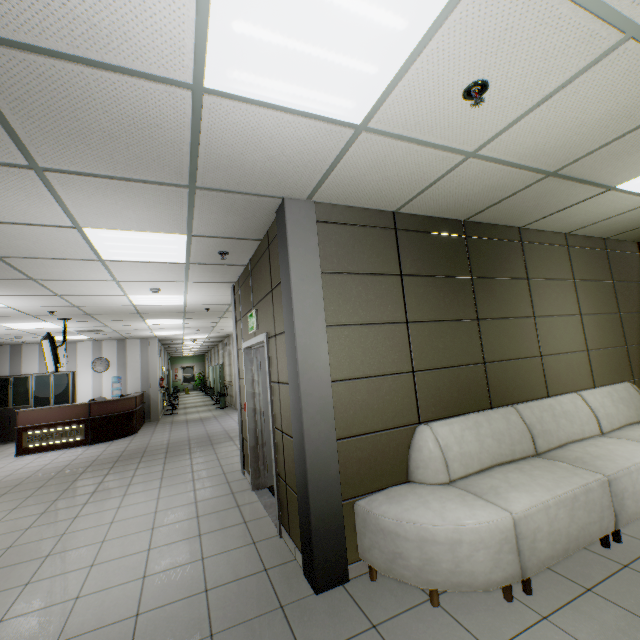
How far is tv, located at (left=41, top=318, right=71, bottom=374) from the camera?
6.67m

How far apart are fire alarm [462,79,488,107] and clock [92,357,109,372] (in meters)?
14.05

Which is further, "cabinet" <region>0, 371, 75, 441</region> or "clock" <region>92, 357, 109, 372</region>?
"clock" <region>92, 357, 109, 372</region>

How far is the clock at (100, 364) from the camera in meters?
12.1

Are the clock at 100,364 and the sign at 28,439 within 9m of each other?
yes

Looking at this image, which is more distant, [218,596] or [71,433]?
[71,433]

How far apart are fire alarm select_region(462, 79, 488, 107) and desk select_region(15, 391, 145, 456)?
10.93m

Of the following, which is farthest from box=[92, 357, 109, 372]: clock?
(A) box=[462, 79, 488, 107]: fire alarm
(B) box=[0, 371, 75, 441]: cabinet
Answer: (A) box=[462, 79, 488, 107]: fire alarm
